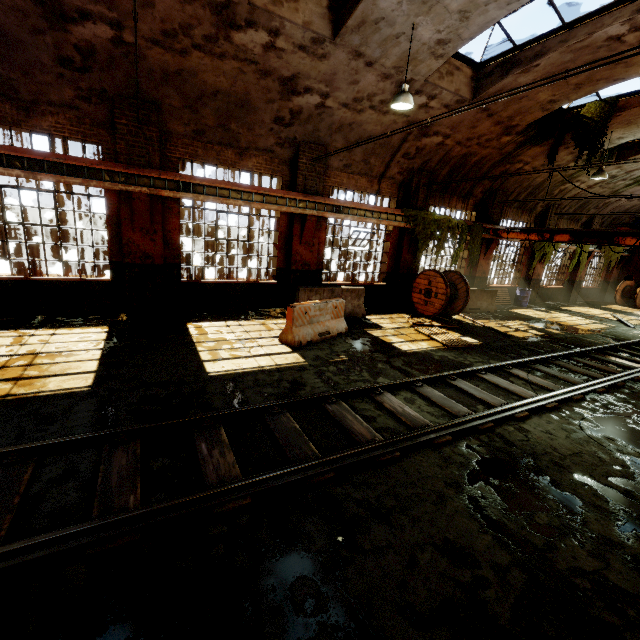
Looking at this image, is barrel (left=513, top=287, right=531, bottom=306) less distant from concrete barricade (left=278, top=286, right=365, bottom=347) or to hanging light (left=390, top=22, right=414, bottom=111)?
concrete barricade (left=278, top=286, right=365, bottom=347)

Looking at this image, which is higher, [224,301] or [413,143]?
[413,143]

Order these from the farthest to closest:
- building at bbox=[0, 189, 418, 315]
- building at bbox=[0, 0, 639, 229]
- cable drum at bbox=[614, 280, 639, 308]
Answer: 1. cable drum at bbox=[614, 280, 639, 308]
2. building at bbox=[0, 189, 418, 315]
3. building at bbox=[0, 0, 639, 229]

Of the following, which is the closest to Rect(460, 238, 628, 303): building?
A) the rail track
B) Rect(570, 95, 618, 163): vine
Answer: Rect(570, 95, 618, 163): vine

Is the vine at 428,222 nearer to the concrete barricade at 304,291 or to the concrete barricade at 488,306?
the concrete barricade at 488,306

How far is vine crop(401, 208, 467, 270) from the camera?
12.7 meters

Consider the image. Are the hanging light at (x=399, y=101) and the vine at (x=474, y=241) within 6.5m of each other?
no

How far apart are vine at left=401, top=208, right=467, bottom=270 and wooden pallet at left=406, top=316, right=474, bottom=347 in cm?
242
